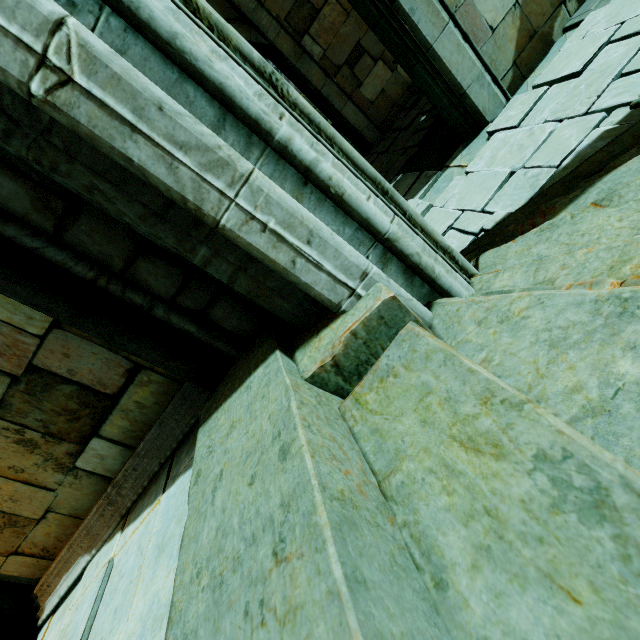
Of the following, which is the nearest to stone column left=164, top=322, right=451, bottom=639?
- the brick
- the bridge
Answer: the brick

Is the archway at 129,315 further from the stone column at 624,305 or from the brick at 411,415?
the brick at 411,415

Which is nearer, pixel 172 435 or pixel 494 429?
pixel 494 429

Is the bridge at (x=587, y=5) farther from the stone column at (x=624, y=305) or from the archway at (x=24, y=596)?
the archway at (x=24, y=596)

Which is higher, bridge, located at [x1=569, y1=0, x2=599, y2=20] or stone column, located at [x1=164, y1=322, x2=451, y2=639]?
stone column, located at [x1=164, y1=322, x2=451, y2=639]

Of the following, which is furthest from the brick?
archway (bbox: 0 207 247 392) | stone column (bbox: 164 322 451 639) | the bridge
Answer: the bridge

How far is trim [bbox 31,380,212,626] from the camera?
2.8 meters

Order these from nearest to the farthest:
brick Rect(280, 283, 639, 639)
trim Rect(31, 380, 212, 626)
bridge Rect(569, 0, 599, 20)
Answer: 1. brick Rect(280, 283, 639, 639)
2. trim Rect(31, 380, 212, 626)
3. bridge Rect(569, 0, 599, 20)
